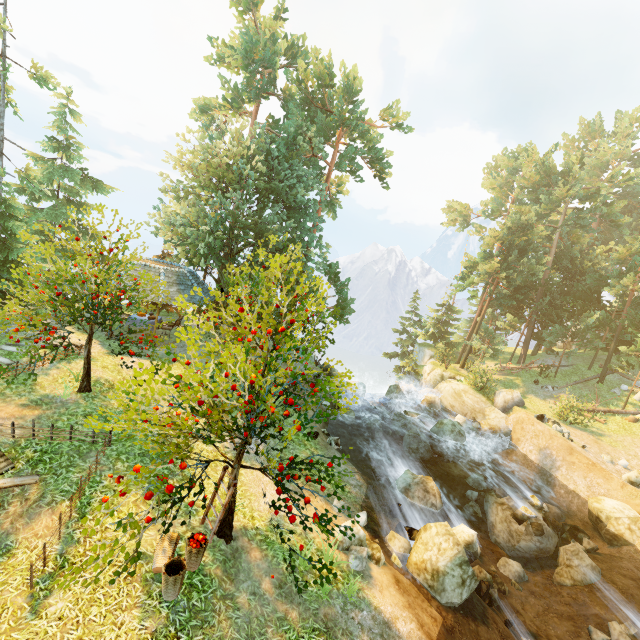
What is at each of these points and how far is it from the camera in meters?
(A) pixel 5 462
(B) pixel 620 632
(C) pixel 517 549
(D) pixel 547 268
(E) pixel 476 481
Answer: (A) well, 7.4
(B) rock, 10.2
(C) rock, 14.1
(D) tree, 29.1
(E) rock, 18.1

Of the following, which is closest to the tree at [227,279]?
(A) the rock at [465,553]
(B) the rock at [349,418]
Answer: (B) the rock at [349,418]

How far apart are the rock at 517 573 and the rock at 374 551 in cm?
675

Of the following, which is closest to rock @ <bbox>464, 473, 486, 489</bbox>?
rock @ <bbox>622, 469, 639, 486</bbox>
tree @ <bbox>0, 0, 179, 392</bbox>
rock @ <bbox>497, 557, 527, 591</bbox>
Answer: rock @ <bbox>497, 557, 527, 591</bbox>

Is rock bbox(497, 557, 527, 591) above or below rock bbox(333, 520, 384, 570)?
below

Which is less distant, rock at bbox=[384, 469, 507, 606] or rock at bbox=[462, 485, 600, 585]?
rock at bbox=[384, 469, 507, 606]

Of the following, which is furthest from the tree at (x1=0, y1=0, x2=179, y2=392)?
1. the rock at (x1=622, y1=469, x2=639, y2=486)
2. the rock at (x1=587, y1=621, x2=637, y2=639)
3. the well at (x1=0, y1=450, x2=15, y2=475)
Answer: the rock at (x1=587, y1=621, x2=637, y2=639)

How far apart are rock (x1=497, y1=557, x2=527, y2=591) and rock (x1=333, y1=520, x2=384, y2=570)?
6.75m
